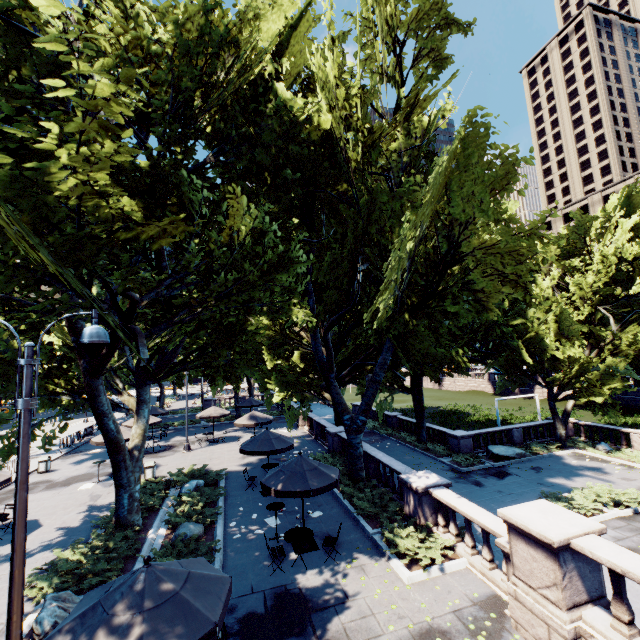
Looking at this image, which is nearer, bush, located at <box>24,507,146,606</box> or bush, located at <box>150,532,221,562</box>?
bush, located at <box>24,507,146,606</box>

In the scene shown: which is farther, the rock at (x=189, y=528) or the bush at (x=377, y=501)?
the rock at (x=189, y=528)

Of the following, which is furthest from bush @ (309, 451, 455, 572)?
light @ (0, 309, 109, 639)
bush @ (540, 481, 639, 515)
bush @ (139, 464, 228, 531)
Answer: light @ (0, 309, 109, 639)

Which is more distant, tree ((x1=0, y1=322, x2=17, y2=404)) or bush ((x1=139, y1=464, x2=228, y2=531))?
bush ((x1=139, y1=464, x2=228, y2=531))

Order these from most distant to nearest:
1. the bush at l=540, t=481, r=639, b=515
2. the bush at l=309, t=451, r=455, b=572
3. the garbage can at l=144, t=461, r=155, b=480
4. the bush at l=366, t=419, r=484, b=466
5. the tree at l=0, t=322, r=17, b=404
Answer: the bush at l=366, t=419, r=484, b=466 → the garbage can at l=144, t=461, r=155, b=480 → the bush at l=540, t=481, r=639, b=515 → the tree at l=0, t=322, r=17, b=404 → the bush at l=309, t=451, r=455, b=572

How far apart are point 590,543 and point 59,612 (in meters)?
11.89

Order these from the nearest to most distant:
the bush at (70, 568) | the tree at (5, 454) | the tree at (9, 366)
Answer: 1. the bush at (70, 568)
2. the tree at (9, 366)
3. the tree at (5, 454)

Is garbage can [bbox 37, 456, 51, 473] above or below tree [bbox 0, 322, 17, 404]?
below
